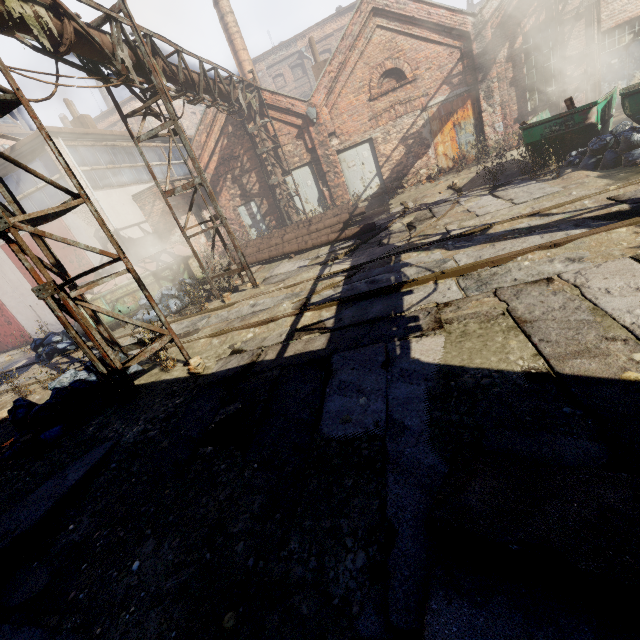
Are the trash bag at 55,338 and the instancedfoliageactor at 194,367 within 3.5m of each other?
no

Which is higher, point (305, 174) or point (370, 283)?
point (305, 174)

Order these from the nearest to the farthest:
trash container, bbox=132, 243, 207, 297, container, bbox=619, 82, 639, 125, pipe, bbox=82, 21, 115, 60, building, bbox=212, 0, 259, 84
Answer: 1. pipe, bbox=82, 21, 115, 60
2. container, bbox=619, 82, 639, 125
3. trash container, bbox=132, 243, 207, 297
4. building, bbox=212, 0, 259, 84

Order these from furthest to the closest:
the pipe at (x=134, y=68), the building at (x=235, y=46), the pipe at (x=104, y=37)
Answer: the building at (x=235, y=46) → the pipe at (x=134, y=68) → the pipe at (x=104, y=37)

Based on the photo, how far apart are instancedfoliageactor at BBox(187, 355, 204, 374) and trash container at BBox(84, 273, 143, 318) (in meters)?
6.41

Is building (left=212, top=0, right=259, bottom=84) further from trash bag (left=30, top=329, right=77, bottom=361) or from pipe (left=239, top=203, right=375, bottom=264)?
trash bag (left=30, top=329, right=77, bottom=361)

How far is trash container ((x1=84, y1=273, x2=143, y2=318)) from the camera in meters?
11.0

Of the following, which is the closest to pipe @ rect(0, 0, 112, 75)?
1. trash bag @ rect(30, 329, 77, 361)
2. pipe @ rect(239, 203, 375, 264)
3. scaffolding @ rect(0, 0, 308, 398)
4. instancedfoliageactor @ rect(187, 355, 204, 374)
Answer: scaffolding @ rect(0, 0, 308, 398)
